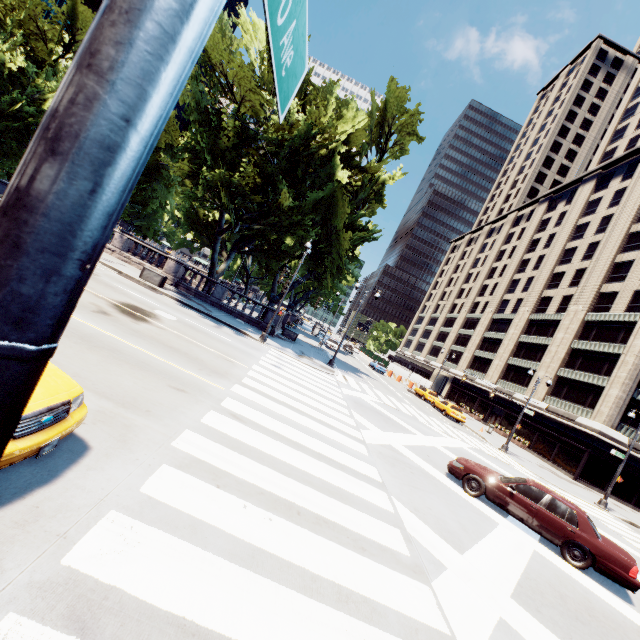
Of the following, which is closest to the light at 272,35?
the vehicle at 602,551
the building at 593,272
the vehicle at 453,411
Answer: the vehicle at 602,551

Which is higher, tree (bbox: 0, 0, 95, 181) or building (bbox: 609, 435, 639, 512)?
tree (bbox: 0, 0, 95, 181)

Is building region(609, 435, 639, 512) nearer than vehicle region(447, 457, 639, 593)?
No

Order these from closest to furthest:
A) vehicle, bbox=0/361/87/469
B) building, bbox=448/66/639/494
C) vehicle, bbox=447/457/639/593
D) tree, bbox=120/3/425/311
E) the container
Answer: vehicle, bbox=0/361/87/469
vehicle, bbox=447/457/639/593
tree, bbox=120/3/425/311
the container
building, bbox=448/66/639/494

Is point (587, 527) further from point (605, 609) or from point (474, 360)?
point (474, 360)

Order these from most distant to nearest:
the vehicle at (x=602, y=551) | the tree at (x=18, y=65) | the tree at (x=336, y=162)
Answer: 1. the tree at (x=18, y=65)
2. the tree at (x=336, y=162)
3. the vehicle at (x=602, y=551)

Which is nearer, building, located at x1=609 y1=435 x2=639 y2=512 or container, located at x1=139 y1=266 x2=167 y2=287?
container, located at x1=139 y1=266 x2=167 y2=287

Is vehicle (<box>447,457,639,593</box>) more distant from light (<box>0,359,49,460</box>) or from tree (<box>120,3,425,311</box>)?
tree (<box>120,3,425,311</box>)
